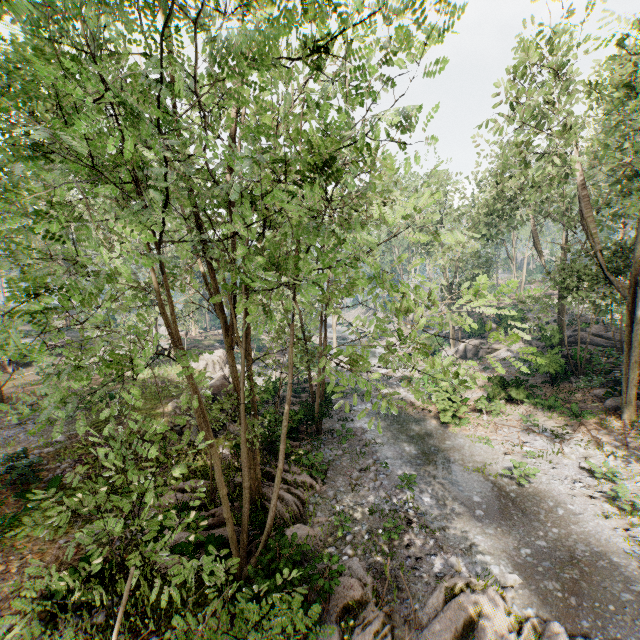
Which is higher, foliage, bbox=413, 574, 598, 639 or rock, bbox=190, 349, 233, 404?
rock, bbox=190, 349, 233, 404

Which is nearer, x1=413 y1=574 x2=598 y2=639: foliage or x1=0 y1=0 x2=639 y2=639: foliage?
x1=0 y1=0 x2=639 y2=639: foliage

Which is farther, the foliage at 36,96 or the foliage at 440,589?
the foliage at 440,589

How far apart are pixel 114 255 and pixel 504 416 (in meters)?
23.04

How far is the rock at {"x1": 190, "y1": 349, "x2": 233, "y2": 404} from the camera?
18.6 meters

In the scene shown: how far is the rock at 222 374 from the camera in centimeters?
1864cm

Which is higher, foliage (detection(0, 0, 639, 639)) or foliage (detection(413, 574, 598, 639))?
foliage (detection(0, 0, 639, 639))

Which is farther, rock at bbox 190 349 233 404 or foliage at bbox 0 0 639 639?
rock at bbox 190 349 233 404
